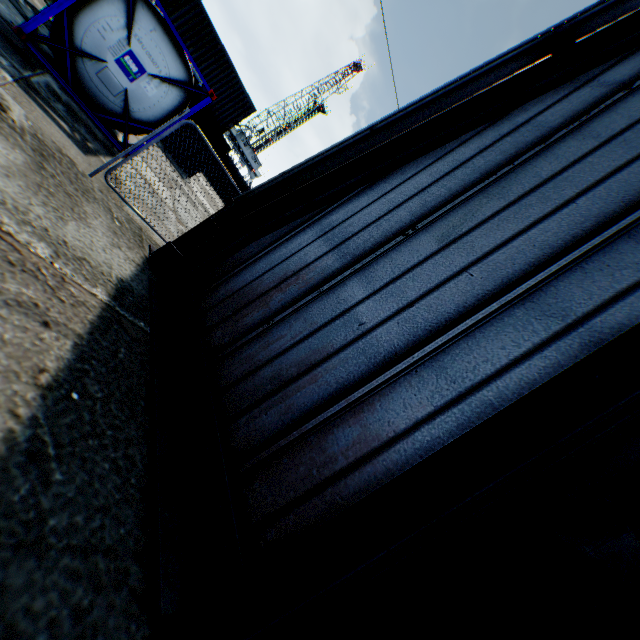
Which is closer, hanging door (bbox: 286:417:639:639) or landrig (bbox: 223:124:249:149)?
hanging door (bbox: 286:417:639:639)

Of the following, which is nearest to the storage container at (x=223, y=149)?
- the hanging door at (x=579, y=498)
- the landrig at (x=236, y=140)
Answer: the hanging door at (x=579, y=498)

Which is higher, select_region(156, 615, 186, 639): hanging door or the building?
the building

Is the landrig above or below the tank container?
above

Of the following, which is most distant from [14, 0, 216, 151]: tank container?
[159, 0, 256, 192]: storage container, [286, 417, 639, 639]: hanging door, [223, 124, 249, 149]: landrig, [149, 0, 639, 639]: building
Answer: [223, 124, 249, 149]: landrig

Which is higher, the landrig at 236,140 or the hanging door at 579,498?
the landrig at 236,140

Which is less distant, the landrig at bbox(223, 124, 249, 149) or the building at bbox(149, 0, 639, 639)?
the building at bbox(149, 0, 639, 639)

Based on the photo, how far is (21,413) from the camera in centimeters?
181cm
